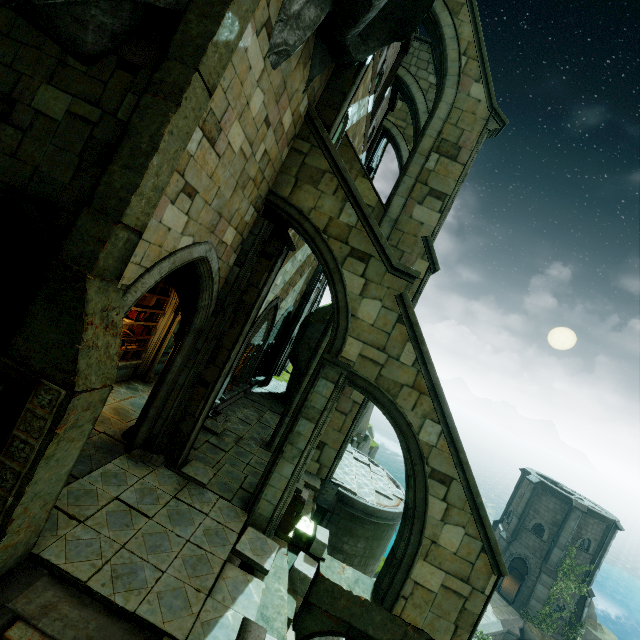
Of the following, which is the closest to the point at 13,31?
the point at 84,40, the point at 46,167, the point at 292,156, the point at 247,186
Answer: the point at 84,40

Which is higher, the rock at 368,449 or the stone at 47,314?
the stone at 47,314

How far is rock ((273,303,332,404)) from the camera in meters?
18.9 m

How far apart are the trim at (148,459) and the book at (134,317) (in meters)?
4.04

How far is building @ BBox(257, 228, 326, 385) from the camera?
13.9 meters

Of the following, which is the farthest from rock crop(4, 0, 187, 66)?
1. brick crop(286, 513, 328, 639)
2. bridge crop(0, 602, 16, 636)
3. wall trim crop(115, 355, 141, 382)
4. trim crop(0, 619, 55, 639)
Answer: brick crop(286, 513, 328, 639)

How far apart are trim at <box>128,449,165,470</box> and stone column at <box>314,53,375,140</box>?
9.7 meters

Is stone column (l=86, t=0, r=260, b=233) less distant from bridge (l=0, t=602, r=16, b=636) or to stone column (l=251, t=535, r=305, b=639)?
bridge (l=0, t=602, r=16, b=636)
